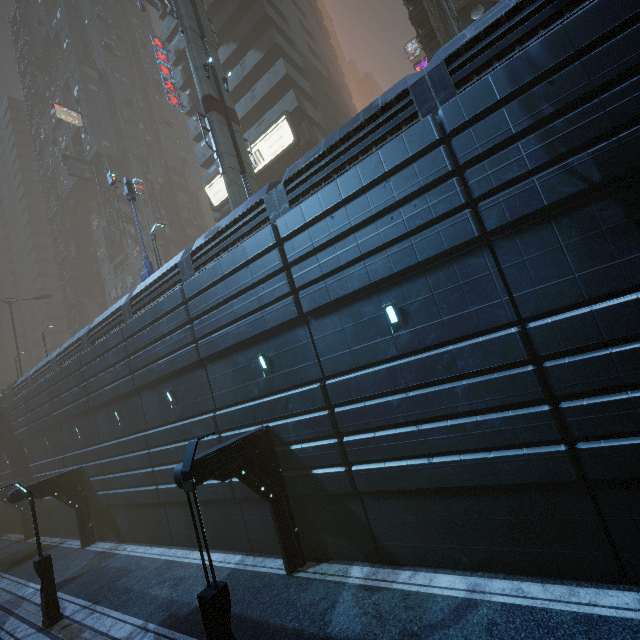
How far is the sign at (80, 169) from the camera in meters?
40.7 m

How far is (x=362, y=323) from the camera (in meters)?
10.04

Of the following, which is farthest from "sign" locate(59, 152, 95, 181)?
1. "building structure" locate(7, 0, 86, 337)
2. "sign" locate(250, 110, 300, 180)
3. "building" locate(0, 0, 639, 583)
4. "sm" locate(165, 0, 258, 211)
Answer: "sm" locate(165, 0, 258, 211)

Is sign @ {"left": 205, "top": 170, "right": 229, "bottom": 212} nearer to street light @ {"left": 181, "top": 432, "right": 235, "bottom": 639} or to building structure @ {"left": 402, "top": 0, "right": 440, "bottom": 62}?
building structure @ {"left": 402, "top": 0, "right": 440, "bottom": 62}

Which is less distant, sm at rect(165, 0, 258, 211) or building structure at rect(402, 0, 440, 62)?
sm at rect(165, 0, 258, 211)

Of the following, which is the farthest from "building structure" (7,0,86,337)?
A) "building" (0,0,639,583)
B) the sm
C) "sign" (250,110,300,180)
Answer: the sm

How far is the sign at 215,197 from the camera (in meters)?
28.91

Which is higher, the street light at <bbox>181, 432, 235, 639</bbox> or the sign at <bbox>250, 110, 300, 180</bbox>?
the sign at <bbox>250, 110, 300, 180</bbox>
